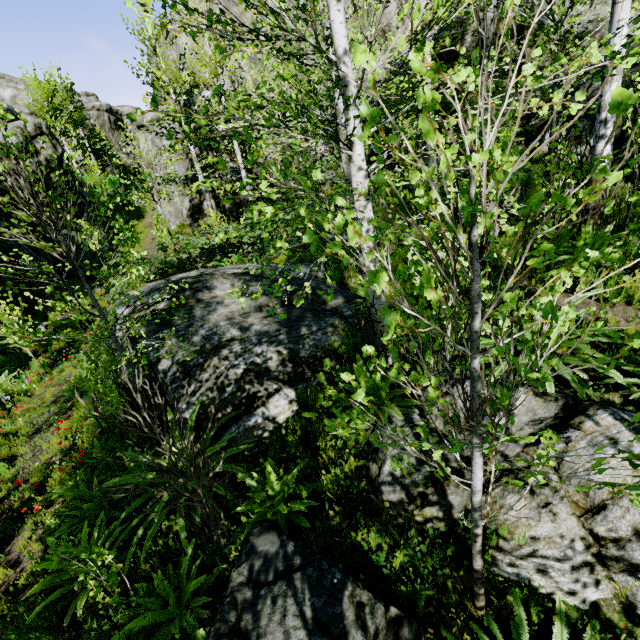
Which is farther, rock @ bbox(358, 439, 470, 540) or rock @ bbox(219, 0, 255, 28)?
rock @ bbox(219, 0, 255, 28)

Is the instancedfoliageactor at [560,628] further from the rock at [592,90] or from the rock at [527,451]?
the rock at [592,90]

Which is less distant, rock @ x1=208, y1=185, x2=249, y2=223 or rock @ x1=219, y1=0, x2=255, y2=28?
rock @ x1=219, y1=0, x2=255, y2=28

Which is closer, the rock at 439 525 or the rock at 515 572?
the rock at 515 572

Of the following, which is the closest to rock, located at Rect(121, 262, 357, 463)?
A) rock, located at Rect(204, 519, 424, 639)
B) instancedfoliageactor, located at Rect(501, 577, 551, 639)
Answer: rock, located at Rect(204, 519, 424, 639)

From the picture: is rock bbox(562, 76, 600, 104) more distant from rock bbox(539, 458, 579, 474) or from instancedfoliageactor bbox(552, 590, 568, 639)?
instancedfoliageactor bbox(552, 590, 568, 639)

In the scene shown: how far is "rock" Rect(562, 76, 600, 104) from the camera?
8.38m

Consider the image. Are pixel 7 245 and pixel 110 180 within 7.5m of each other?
no
